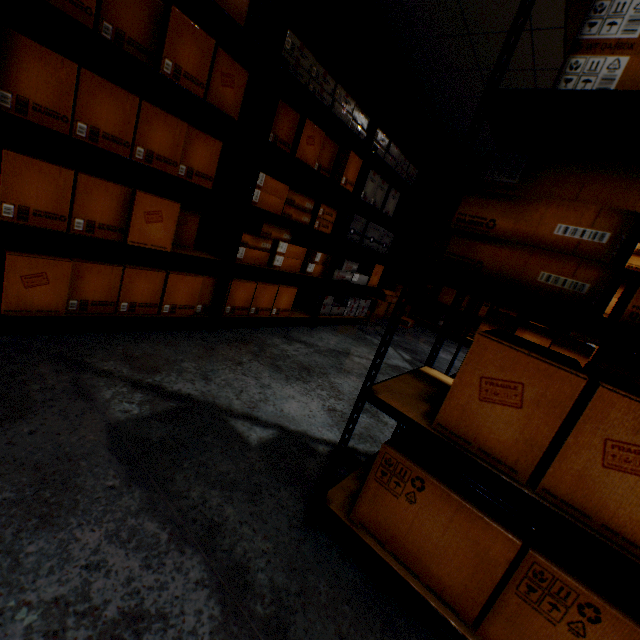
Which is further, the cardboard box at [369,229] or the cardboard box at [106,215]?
the cardboard box at [369,229]

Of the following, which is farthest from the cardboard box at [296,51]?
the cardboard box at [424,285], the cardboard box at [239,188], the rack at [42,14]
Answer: the cardboard box at [424,285]

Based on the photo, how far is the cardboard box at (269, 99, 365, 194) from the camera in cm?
221

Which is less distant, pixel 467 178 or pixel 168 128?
pixel 168 128

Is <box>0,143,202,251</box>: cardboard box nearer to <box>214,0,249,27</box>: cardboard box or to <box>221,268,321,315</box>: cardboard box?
<box>221,268,321,315</box>: cardboard box

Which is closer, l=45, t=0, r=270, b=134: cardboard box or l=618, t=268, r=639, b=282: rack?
l=45, t=0, r=270, b=134: cardboard box

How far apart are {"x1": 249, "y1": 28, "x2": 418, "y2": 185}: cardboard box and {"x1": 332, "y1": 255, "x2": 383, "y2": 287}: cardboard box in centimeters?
92cm

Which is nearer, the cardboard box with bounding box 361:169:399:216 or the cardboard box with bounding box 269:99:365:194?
the cardboard box with bounding box 269:99:365:194
